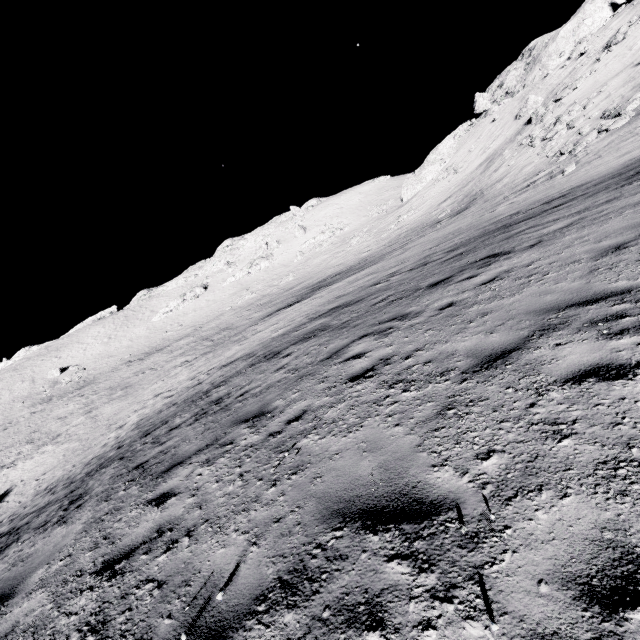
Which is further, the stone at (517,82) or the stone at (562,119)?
the stone at (517,82)

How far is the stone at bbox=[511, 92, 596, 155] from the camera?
28.8m

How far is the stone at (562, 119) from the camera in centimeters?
2875cm

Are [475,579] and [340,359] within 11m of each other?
yes

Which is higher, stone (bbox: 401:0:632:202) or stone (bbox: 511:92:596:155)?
stone (bbox: 401:0:632:202)

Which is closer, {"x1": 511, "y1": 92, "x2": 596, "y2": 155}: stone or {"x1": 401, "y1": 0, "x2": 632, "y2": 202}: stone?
{"x1": 511, "y1": 92, "x2": 596, "y2": 155}: stone
